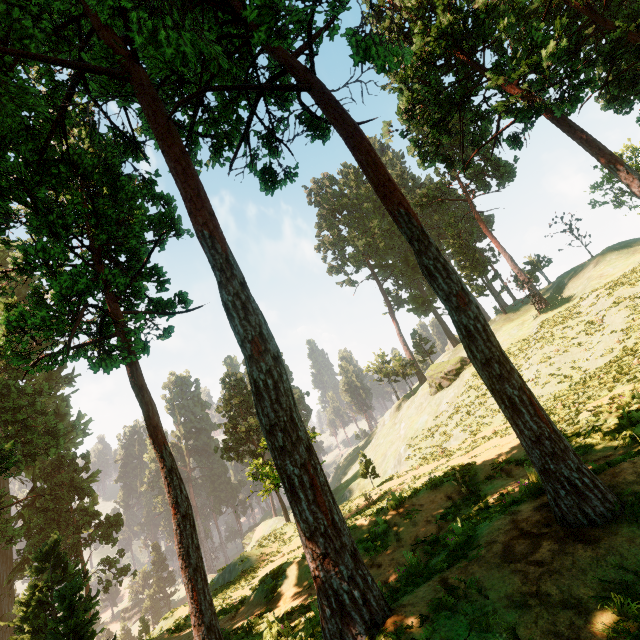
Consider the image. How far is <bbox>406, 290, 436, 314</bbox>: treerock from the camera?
58.16m

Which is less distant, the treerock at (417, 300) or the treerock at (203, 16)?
the treerock at (203, 16)

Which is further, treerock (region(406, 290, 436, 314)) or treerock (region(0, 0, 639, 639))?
treerock (region(406, 290, 436, 314))

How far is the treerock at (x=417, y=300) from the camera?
58.2m

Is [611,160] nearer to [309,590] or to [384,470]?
[309,590]
